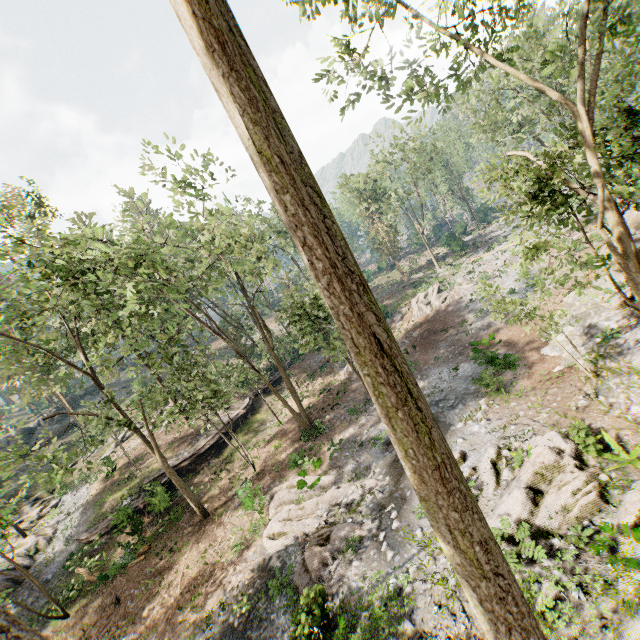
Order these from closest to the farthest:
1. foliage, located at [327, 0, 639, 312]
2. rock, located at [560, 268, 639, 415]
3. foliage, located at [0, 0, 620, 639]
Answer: foliage, located at [0, 0, 620, 639], foliage, located at [327, 0, 639, 312], rock, located at [560, 268, 639, 415]

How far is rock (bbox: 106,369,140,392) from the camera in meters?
48.0

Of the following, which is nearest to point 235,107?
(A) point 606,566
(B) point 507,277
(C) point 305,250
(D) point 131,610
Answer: (C) point 305,250

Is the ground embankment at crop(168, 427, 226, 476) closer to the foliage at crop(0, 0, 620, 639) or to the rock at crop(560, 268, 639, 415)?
the foliage at crop(0, 0, 620, 639)

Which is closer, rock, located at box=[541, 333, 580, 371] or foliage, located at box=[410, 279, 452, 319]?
rock, located at box=[541, 333, 580, 371]

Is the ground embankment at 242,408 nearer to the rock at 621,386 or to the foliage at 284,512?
the foliage at 284,512

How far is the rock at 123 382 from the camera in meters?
48.0 m

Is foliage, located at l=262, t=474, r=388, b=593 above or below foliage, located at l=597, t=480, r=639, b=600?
below
